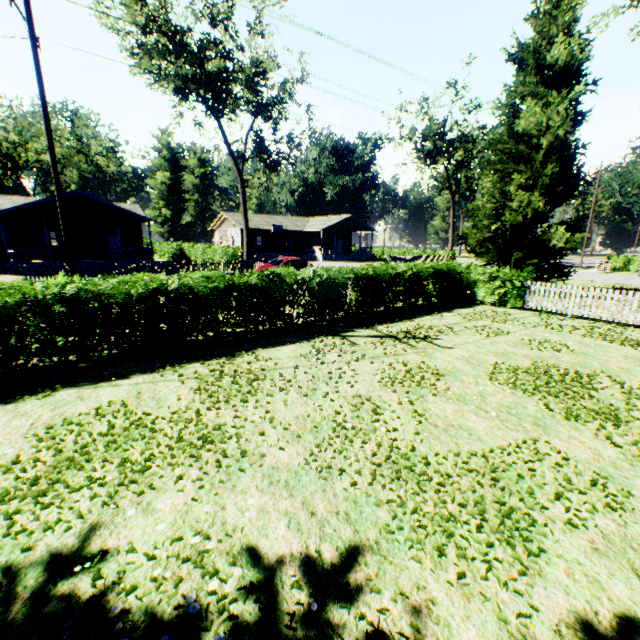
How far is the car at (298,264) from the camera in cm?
2470

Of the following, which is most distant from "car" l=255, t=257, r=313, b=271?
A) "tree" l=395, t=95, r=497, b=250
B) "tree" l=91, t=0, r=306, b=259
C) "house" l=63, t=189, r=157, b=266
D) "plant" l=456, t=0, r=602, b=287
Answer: "tree" l=395, t=95, r=497, b=250

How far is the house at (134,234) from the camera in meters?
26.5 m

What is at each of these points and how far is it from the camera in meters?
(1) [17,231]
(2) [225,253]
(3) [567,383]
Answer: (1) house, 28.1
(2) hedge, 26.9
(3) plant, 7.1

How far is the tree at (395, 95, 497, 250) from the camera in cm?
3994

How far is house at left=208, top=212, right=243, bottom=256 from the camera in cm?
4384

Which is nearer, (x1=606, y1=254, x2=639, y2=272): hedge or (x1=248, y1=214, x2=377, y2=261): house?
(x1=606, y1=254, x2=639, y2=272): hedge

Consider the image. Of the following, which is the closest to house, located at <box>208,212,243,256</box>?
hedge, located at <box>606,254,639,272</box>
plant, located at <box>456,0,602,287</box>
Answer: plant, located at <box>456,0,602,287</box>
